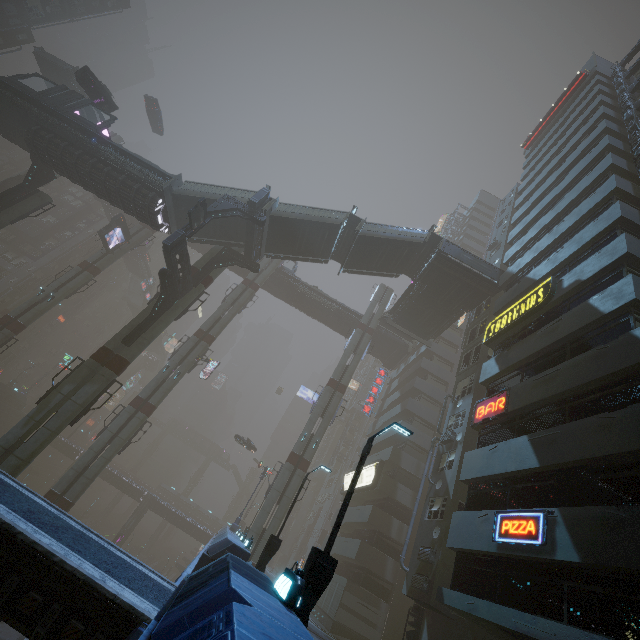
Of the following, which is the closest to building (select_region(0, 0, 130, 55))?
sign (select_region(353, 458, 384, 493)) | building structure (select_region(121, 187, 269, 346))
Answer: sign (select_region(353, 458, 384, 493))

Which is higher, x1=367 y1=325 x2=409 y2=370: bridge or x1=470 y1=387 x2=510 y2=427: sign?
x1=367 y1=325 x2=409 y2=370: bridge

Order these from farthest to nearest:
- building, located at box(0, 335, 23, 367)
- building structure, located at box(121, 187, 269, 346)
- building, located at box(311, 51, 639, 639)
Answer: building, located at box(0, 335, 23, 367) < building structure, located at box(121, 187, 269, 346) < building, located at box(311, 51, 639, 639)

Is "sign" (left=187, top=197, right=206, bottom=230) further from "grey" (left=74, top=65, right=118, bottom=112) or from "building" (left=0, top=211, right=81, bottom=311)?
"building" (left=0, top=211, right=81, bottom=311)

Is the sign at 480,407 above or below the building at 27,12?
below

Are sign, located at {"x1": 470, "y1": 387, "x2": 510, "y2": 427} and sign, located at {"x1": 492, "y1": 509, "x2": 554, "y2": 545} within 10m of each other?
yes

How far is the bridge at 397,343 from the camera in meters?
42.7

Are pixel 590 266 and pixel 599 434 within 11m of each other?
yes
